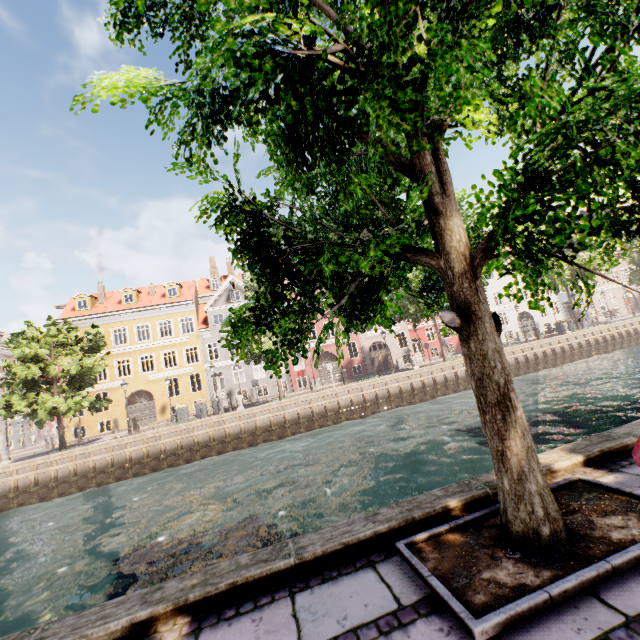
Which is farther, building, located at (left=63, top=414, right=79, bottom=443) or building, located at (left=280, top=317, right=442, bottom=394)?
building, located at (left=280, top=317, right=442, bottom=394)

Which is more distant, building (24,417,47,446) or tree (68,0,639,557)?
building (24,417,47,446)

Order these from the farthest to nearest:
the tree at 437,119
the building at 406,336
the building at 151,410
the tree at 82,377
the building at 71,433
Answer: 1. the building at 406,336
2. the building at 151,410
3. the building at 71,433
4. the tree at 82,377
5. the tree at 437,119

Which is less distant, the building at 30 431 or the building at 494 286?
the building at 494 286

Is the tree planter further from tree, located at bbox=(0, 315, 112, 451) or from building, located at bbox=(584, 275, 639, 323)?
building, located at bbox=(584, 275, 639, 323)

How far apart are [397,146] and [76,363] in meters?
24.5
